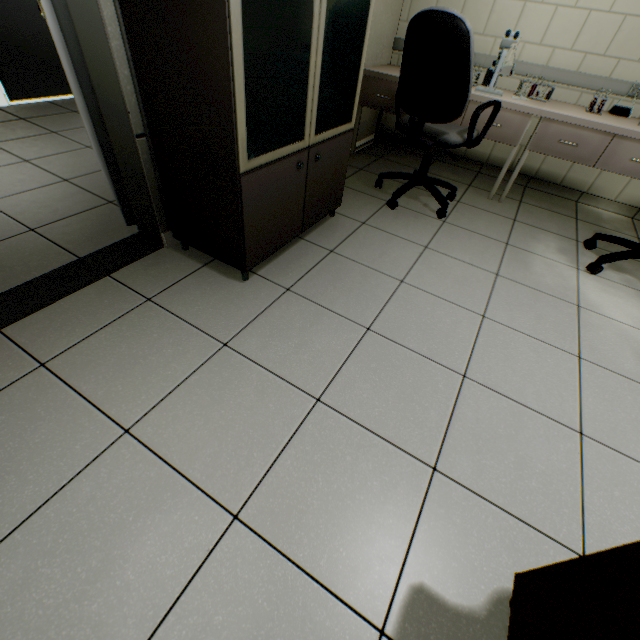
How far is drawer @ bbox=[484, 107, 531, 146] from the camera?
2.6 meters

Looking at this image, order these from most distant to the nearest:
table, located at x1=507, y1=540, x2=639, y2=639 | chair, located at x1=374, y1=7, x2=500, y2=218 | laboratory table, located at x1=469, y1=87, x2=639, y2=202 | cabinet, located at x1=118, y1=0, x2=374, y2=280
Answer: laboratory table, located at x1=469, y1=87, x2=639, y2=202
chair, located at x1=374, y1=7, x2=500, y2=218
cabinet, located at x1=118, y1=0, x2=374, y2=280
table, located at x1=507, y1=540, x2=639, y2=639

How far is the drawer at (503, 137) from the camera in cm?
260

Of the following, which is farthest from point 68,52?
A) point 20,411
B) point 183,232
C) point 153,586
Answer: point 153,586

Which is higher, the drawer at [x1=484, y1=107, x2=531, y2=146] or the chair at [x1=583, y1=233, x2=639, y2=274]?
the drawer at [x1=484, y1=107, x2=531, y2=146]

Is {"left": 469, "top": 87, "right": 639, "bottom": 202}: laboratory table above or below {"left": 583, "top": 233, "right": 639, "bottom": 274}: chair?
above

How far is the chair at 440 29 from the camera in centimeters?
180cm

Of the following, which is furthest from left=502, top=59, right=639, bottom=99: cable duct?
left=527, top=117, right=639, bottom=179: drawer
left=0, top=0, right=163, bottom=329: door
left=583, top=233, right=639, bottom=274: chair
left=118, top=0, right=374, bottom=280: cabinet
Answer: left=0, top=0, right=163, bottom=329: door
